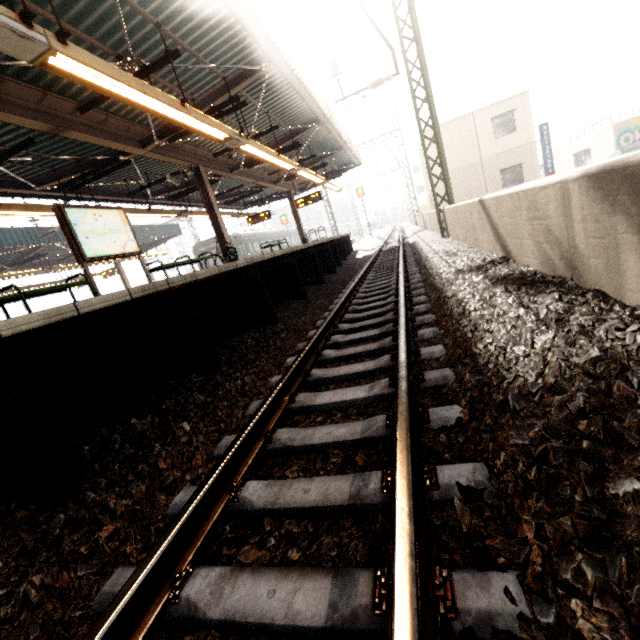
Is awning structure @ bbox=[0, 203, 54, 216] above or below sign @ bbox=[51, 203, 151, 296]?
above

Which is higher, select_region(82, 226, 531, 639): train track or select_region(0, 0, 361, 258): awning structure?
select_region(0, 0, 361, 258): awning structure

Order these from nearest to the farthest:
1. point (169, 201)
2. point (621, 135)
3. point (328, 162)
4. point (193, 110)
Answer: point (193, 110), point (169, 201), point (328, 162), point (621, 135)

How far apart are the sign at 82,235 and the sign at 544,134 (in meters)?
22.48

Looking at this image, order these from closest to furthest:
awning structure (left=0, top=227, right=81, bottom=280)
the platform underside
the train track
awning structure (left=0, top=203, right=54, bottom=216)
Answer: the train track → the platform underside → awning structure (left=0, top=203, right=54, bottom=216) → awning structure (left=0, top=227, right=81, bottom=280)

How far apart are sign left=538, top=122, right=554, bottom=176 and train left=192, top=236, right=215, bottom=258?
22.29m

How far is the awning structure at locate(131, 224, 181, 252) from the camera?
21.8m

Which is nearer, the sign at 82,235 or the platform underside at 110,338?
the platform underside at 110,338
